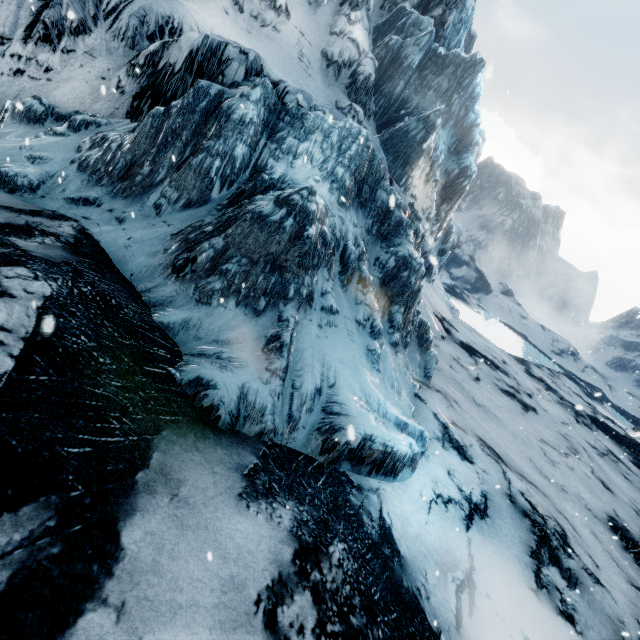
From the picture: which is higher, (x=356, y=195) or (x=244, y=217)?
(x=356, y=195)
